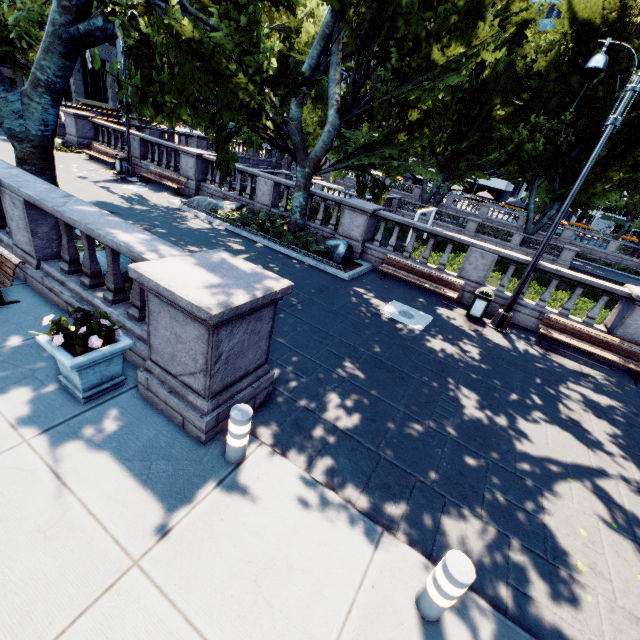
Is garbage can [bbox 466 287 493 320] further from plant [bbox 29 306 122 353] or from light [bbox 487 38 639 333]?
plant [bbox 29 306 122 353]

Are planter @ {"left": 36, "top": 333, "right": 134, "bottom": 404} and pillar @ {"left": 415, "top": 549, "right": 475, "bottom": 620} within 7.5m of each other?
yes

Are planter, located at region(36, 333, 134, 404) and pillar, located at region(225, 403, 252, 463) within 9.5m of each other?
yes

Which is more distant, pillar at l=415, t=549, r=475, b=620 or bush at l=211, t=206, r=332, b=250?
bush at l=211, t=206, r=332, b=250

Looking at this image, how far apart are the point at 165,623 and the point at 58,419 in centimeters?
285cm

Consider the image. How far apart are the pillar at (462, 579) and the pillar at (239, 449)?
2.4 meters

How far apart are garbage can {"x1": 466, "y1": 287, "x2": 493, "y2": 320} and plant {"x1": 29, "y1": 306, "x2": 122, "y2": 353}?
10.0 meters

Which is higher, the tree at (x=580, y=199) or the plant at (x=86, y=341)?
the tree at (x=580, y=199)
